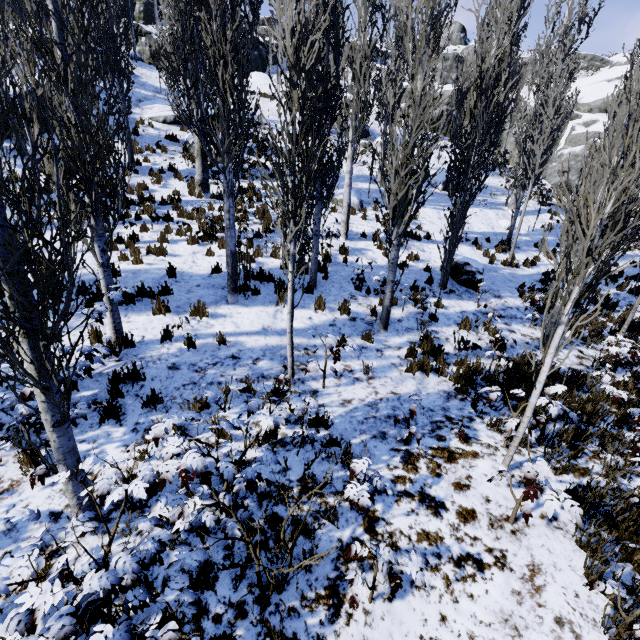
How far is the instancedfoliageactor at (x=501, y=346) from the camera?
6.76m

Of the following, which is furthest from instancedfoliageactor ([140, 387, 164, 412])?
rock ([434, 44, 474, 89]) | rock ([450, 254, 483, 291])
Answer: rock ([434, 44, 474, 89])

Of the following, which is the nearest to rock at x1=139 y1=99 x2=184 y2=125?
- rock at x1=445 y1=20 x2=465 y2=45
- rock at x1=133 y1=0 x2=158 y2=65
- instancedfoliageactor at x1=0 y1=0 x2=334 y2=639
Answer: instancedfoliageactor at x1=0 y1=0 x2=334 y2=639

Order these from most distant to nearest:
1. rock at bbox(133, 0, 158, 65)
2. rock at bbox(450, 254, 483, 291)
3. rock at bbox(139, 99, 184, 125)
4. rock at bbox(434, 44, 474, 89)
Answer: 1. rock at bbox(434, 44, 474, 89)
2. rock at bbox(133, 0, 158, 65)
3. rock at bbox(139, 99, 184, 125)
4. rock at bbox(450, 254, 483, 291)

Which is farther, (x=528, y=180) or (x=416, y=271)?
(x=528, y=180)

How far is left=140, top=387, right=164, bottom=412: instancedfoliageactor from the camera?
4.74m

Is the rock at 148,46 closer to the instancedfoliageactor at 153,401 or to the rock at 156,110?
the instancedfoliageactor at 153,401

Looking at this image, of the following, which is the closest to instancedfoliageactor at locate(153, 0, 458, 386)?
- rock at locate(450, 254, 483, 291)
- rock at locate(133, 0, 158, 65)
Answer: rock at locate(450, 254, 483, 291)
